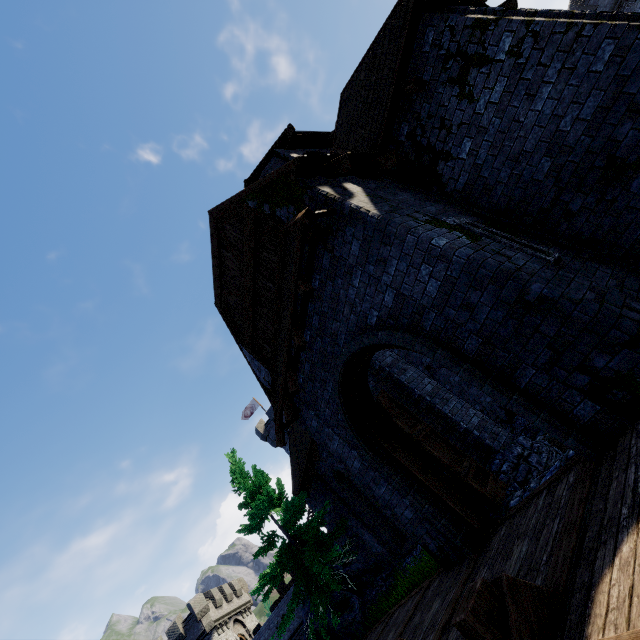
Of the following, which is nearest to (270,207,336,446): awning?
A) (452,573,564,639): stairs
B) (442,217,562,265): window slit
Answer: (442,217,562,265): window slit

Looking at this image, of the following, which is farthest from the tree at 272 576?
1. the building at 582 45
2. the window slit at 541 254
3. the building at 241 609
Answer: the building at 241 609

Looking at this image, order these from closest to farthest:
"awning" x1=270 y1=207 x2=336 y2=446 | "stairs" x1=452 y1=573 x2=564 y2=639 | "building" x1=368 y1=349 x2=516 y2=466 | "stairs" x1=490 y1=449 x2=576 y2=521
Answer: "stairs" x1=452 y1=573 x2=564 y2=639 < "stairs" x1=490 y1=449 x2=576 y2=521 < "awning" x1=270 y1=207 x2=336 y2=446 < "building" x1=368 y1=349 x2=516 y2=466

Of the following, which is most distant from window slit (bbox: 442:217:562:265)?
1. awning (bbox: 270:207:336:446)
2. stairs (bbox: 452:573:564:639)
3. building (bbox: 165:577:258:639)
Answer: building (bbox: 165:577:258:639)

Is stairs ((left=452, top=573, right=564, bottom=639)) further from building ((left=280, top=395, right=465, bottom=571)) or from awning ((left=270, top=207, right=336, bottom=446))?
awning ((left=270, top=207, right=336, bottom=446))

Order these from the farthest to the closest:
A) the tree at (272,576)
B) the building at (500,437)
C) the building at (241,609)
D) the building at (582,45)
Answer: the building at (241,609)
the tree at (272,576)
the building at (500,437)
the building at (582,45)

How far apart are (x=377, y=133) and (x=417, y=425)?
7.00m

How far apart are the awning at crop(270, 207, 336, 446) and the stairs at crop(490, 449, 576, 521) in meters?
4.4
